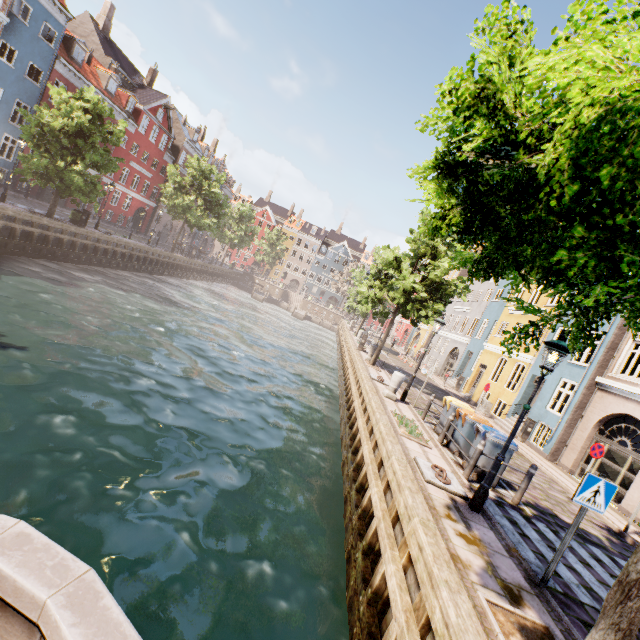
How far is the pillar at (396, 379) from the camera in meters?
12.7

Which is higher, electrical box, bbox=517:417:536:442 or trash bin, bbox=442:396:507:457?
trash bin, bbox=442:396:507:457

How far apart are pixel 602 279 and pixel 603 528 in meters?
10.9 m

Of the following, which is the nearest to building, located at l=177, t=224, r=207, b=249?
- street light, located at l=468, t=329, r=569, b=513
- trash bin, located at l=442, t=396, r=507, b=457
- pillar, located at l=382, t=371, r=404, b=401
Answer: pillar, located at l=382, t=371, r=404, b=401

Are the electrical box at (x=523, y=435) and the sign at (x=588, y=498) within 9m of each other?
no

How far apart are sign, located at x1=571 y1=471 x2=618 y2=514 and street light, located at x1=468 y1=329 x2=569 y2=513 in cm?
158

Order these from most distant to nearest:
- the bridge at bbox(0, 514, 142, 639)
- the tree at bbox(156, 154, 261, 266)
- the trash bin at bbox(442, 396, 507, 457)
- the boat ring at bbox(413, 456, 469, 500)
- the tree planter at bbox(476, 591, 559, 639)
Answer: the tree at bbox(156, 154, 261, 266), the trash bin at bbox(442, 396, 507, 457), the boat ring at bbox(413, 456, 469, 500), the tree planter at bbox(476, 591, 559, 639), the bridge at bbox(0, 514, 142, 639)

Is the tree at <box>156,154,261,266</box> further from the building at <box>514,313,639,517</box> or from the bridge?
the building at <box>514,313,639,517</box>
